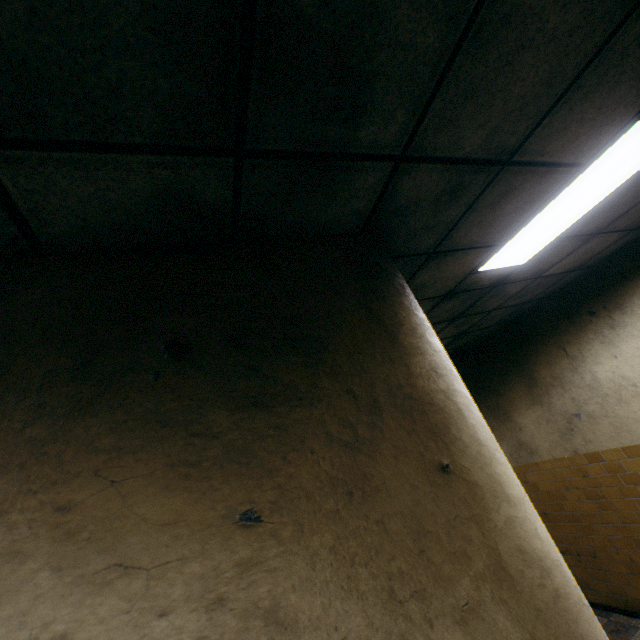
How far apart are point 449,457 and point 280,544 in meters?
0.7 m
